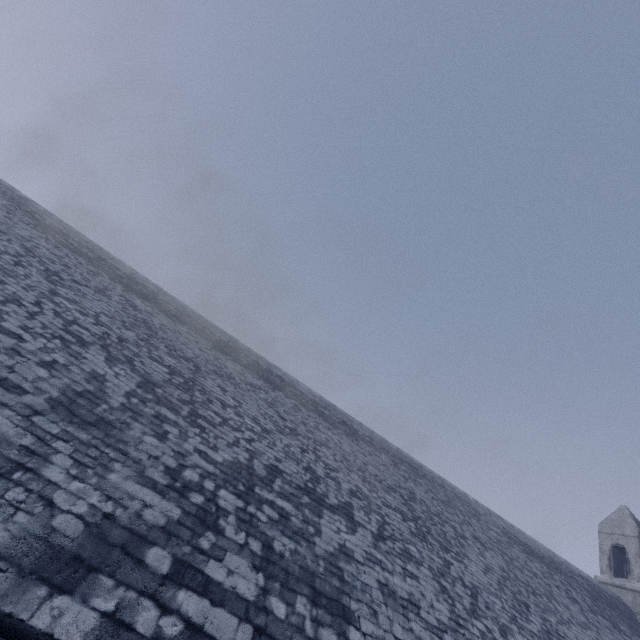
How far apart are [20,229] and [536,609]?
17.9m
